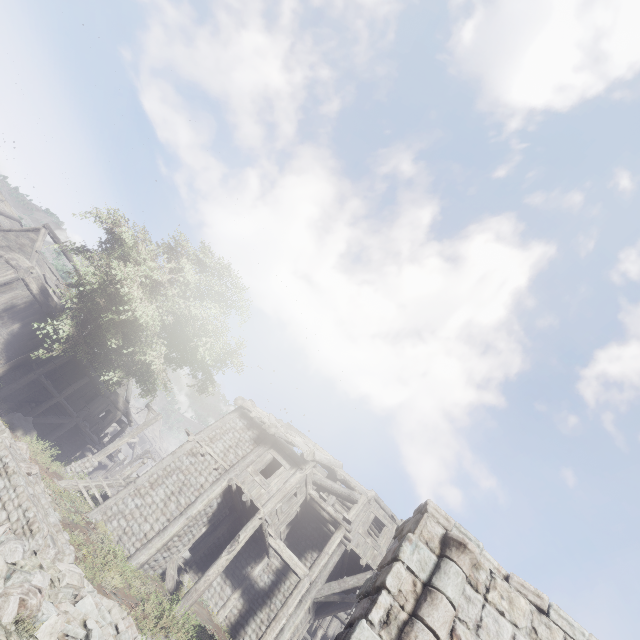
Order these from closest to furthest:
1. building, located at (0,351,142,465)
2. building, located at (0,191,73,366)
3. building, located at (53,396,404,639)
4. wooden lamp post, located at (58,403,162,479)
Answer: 1. building, located at (53,396,404,639)
2. wooden lamp post, located at (58,403,162,479)
3. building, located at (0,191,73,366)
4. building, located at (0,351,142,465)

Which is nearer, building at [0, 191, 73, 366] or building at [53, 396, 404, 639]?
building at [53, 396, 404, 639]

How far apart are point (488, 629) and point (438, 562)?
1.3m

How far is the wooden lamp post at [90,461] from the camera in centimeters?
1538cm

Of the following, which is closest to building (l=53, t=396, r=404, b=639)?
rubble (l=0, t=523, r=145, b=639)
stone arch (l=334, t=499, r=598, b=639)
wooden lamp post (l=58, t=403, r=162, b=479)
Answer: stone arch (l=334, t=499, r=598, b=639)

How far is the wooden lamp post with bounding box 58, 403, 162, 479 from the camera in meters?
15.4

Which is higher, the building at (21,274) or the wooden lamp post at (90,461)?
the building at (21,274)

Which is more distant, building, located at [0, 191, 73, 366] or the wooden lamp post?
building, located at [0, 191, 73, 366]
